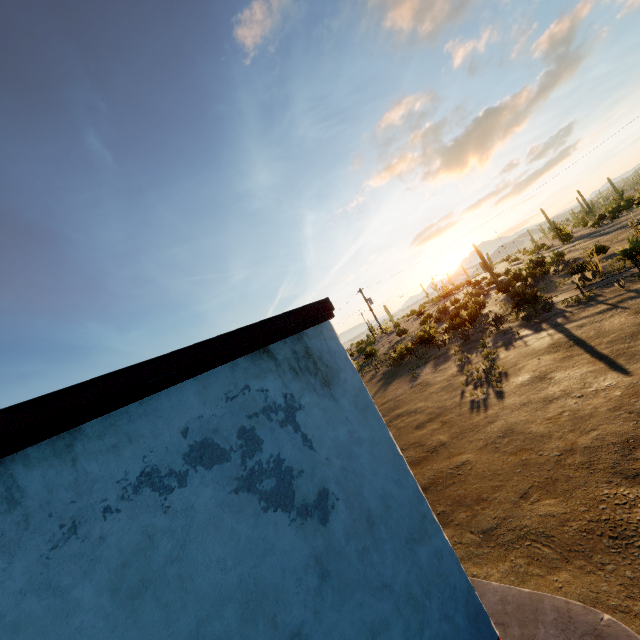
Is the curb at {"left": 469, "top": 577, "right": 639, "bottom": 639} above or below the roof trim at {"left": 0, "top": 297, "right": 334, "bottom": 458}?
below

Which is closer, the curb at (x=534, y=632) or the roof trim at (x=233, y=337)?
the roof trim at (x=233, y=337)

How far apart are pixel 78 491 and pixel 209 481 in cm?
85

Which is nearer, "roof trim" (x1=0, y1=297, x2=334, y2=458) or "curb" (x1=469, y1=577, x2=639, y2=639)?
"roof trim" (x1=0, y1=297, x2=334, y2=458)

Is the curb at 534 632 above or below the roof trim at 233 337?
below
